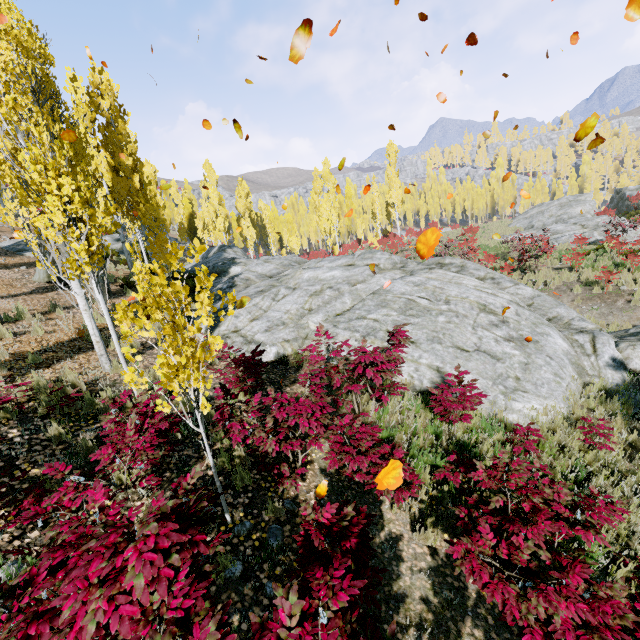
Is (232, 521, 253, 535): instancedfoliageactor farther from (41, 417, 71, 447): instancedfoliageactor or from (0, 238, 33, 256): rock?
(0, 238, 33, 256): rock

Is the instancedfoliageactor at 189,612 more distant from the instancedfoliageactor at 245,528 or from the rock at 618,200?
the rock at 618,200

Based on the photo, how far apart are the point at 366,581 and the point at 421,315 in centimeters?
823cm

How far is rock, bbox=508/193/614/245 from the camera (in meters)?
22.52

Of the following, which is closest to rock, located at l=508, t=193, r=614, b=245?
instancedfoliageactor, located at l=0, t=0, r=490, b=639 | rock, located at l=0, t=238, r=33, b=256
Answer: instancedfoliageactor, located at l=0, t=0, r=490, b=639

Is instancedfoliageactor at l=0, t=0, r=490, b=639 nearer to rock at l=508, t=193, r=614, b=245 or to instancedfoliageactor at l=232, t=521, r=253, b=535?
rock at l=508, t=193, r=614, b=245

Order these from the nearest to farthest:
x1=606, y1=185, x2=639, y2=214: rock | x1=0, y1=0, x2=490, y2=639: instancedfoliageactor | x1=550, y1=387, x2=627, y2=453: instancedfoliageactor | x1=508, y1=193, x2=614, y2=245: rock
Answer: x1=0, y1=0, x2=490, y2=639: instancedfoliageactor
x1=550, y1=387, x2=627, y2=453: instancedfoliageactor
x1=508, y1=193, x2=614, y2=245: rock
x1=606, y1=185, x2=639, y2=214: rock

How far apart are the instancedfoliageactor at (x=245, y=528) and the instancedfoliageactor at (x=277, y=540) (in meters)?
0.18
